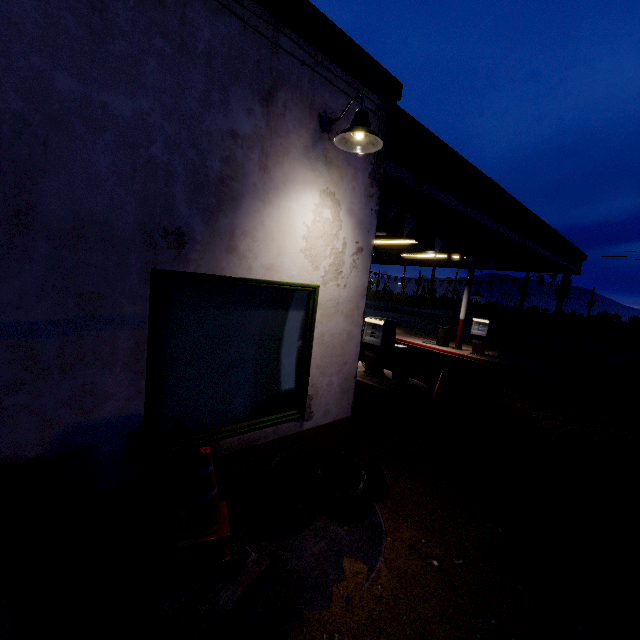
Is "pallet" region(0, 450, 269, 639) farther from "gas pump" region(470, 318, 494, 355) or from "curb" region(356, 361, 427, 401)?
"gas pump" region(470, 318, 494, 355)

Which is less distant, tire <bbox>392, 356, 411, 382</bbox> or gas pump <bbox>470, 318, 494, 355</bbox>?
tire <bbox>392, 356, 411, 382</bbox>

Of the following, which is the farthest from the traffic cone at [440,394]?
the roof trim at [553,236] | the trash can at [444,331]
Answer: the trash can at [444,331]

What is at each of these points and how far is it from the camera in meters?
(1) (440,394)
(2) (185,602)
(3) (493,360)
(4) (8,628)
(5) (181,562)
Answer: (1) traffic cone, 8.0
(2) pallet, 2.4
(3) curb, 12.8
(4) traffic cone, 1.8
(5) traffic cone, 2.5

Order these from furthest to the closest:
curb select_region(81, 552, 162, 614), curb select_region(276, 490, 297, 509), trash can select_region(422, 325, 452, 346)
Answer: trash can select_region(422, 325, 452, 346) < curb select_region(276, 490, 297, 509) < curb select_region(81, 552, 162, 614)

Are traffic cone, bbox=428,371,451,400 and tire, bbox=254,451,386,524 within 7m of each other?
yes

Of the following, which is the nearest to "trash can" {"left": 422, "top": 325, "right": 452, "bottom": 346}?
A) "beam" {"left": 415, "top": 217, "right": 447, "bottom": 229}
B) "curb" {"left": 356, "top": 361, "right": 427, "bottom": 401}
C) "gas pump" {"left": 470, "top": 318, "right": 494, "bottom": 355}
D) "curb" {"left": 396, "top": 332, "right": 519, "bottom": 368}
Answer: "curb" {"left": 396, "top": 332, "right": 519, "bottom": 368}

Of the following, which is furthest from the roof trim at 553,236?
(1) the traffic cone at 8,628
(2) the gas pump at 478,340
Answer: (1) the traffic cone at 8,628
